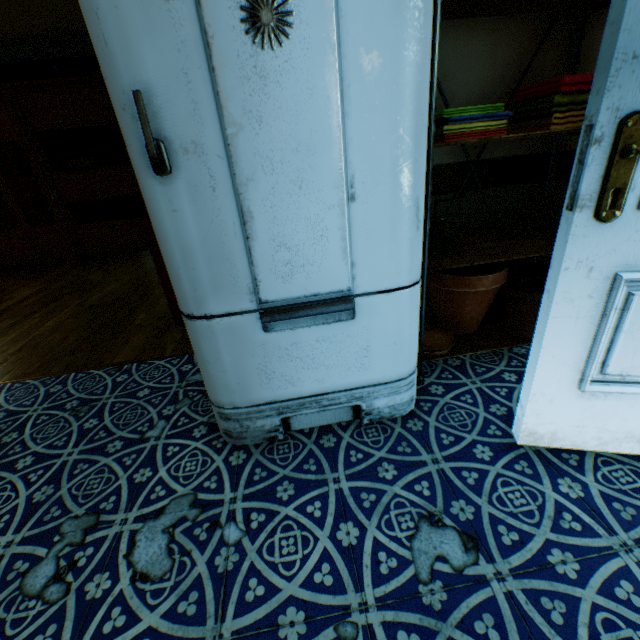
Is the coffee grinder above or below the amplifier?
below

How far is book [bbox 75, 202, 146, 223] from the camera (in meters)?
5.52

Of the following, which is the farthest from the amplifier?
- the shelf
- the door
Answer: the door

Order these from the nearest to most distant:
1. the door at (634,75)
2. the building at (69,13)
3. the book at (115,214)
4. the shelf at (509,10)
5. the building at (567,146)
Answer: the door at (634,75)
the shelf at (509,10)
the building at (567,146)
the building at (69,13)
the book at (115,214)

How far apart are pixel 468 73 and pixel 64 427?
3.0m

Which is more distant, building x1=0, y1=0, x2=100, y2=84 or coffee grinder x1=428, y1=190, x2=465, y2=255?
building x1=0, y1=0, x2=100, y2=84

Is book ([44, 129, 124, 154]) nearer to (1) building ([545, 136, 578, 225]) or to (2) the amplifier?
(2) the amplifier

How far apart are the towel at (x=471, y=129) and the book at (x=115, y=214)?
5.6 meters
